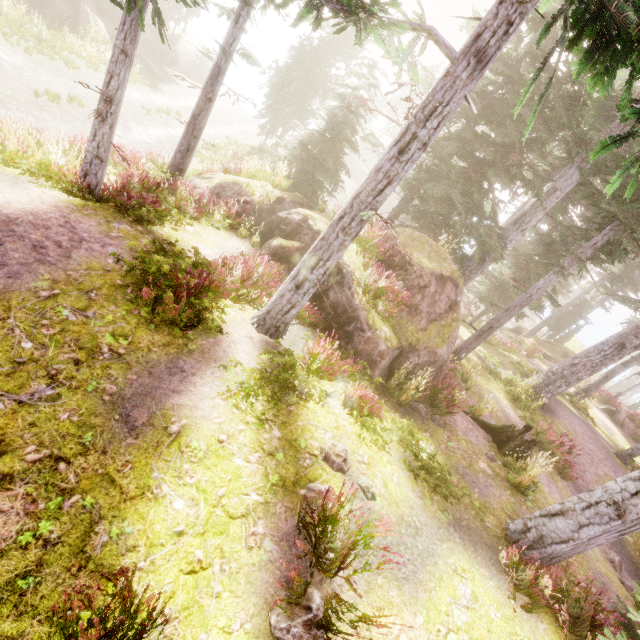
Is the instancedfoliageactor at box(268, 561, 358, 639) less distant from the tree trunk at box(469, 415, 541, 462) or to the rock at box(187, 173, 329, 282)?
the rock at box(187, 173, 329, 282)

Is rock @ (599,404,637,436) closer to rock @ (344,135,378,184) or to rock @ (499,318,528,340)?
rock @ (499,318,528,340)

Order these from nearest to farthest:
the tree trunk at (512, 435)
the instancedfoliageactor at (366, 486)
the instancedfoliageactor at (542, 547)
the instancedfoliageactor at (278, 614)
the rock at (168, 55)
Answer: the instancedfoliageactor at (278, 614) → the instancedfoliageactor at (366, 486) → the instancedfoliageactor at (542, 547) → the tree trunk at (512, 435) → the rock at (168, 55)

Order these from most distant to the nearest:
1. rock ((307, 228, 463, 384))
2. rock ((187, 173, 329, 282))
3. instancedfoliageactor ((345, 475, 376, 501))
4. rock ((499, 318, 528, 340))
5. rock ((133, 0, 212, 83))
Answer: rock ((499, 318, 528, 340)) → rock ((133, 0, 212, 83)) → rock ((187, 173, 329, 282)) → rock ((307, 228, 463, 384)) → instancedfoliageactor ((345, 475, 376, 501))

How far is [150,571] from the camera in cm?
349

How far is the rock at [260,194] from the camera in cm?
1050

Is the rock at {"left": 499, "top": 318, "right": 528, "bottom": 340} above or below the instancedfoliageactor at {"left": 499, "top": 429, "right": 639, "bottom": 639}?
below

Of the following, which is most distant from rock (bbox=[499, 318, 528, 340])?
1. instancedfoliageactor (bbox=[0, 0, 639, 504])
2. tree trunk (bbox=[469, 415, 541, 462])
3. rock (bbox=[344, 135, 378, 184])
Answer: rock (bbox=[344, 135, 378, 184])
